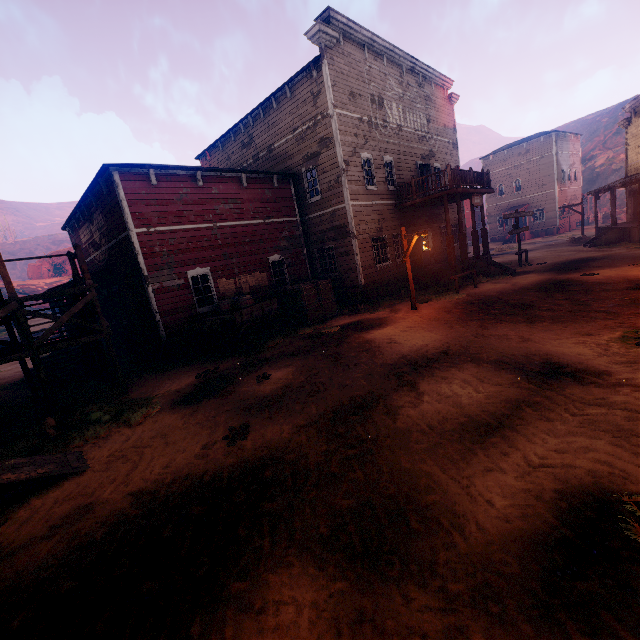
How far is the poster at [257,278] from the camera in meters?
14.1 m

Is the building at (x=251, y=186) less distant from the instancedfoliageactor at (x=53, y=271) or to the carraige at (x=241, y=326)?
the carraige at (x=241, y=326)

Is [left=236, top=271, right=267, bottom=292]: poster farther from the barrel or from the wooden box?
the barrel

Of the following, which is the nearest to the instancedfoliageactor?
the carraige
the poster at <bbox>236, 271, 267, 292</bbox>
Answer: the poster at <bbox>236, 271, 267, 292</bbox>

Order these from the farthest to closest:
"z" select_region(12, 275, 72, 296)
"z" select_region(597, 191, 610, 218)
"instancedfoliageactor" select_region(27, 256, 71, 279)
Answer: "instancedfoliageactor" select_region(27, 256, 71, 279)
"z" select_region(597, 191, 610, 218)
"z" select_region(12, 275, 72, 296)

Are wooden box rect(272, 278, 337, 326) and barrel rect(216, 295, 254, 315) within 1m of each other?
no

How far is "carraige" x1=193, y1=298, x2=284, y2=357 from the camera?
10.67m

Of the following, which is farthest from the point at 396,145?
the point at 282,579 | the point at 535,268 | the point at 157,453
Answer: the point at 282,579
